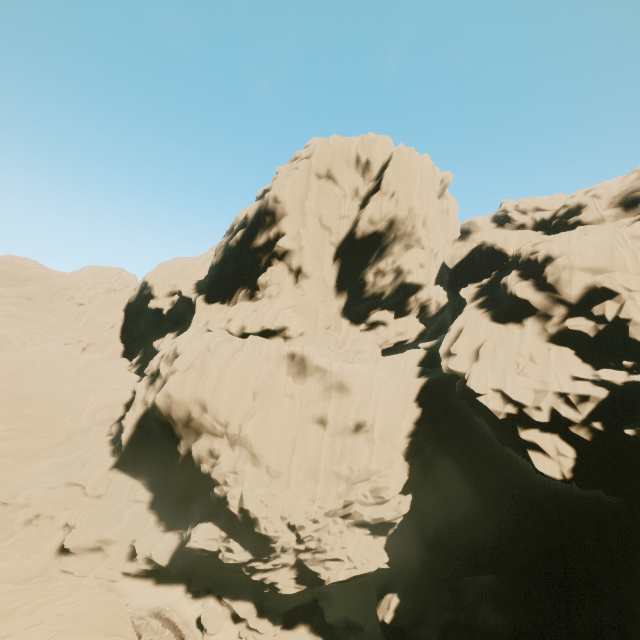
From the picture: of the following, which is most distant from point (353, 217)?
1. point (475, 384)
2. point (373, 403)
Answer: point (475, 384)
